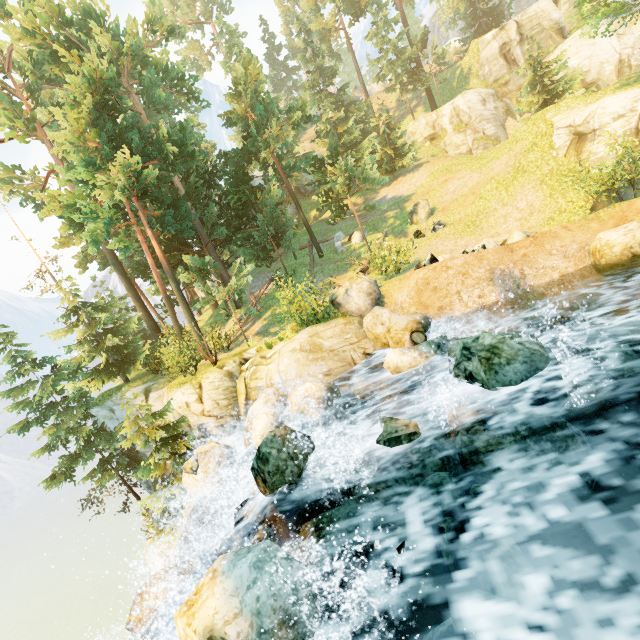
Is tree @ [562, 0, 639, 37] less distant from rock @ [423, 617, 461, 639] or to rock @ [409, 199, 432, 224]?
rock @ [409, 199, 432, 224]

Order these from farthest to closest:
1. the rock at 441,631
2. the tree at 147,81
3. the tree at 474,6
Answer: the tree at 474,6 < the tree at 147,81 < the rock at 441,631

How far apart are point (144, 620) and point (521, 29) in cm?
4913

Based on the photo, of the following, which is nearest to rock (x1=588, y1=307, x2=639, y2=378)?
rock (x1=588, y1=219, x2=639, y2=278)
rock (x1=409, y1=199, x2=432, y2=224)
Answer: rock (x1=588, y1=219, x2=639, y2=278)

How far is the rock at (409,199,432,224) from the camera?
22.8m

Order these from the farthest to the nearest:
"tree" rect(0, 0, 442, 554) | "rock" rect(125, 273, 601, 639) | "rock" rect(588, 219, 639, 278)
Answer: "tree" rect(0, 0, 442, 554) < "rock" rect(588, 219, 639, 278) < "rock" rect(125, 273, 601, 639)

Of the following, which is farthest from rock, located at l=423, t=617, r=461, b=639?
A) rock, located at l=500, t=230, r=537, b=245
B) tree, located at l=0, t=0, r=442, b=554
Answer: rock, located at l=500, t=230, r=537, b=245

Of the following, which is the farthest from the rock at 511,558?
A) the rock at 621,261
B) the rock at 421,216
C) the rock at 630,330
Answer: the rock at 421,216
